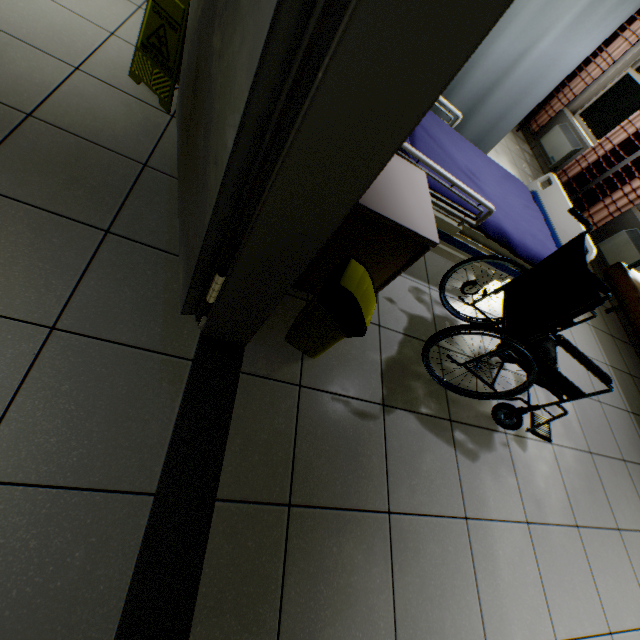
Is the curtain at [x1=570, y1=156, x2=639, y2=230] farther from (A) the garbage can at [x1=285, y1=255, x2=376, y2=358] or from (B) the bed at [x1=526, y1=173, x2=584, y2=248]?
(A) the garbage can at [x1=285, y1=255, x2=376, y2=358]

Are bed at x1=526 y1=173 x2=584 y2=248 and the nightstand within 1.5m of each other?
yes

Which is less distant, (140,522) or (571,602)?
(140,522)

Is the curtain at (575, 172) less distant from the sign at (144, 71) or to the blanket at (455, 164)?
the blanket at (455, 164)

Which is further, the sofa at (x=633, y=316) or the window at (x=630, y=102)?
the window at (x=630, y=102)

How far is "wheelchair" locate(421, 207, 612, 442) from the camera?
1.5m

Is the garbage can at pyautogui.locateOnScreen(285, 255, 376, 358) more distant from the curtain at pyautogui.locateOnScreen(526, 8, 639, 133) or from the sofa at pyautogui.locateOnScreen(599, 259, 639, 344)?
the curtain at pyautogui.locateOnScreen(526, 8, 639, 133)

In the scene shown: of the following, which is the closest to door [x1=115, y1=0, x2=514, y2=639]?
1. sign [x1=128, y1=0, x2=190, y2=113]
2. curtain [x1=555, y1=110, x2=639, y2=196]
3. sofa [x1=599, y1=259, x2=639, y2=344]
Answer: sign [x1=128, y1=0, x2=190, y2=113]
